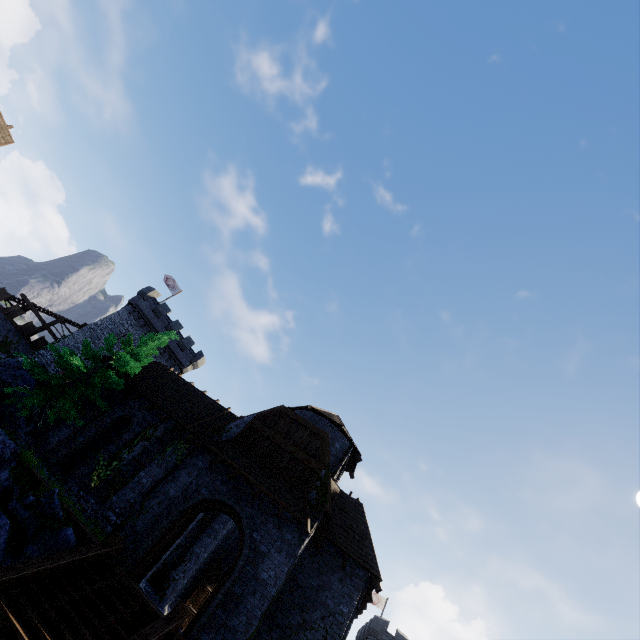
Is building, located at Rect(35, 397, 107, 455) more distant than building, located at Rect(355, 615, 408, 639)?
No

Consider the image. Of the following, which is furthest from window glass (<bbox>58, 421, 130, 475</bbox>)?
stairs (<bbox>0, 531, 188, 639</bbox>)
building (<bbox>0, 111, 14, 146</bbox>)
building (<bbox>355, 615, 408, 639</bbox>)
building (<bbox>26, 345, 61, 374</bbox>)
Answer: building (<bbox>355, 615, 408, 639</bbox>)

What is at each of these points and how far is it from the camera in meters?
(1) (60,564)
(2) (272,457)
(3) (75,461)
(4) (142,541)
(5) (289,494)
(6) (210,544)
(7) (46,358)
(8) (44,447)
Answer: (1) stairs, 8.3 m
(2) building, 15.4 m
(3) window glass, 17.5 m
(4) double door, 12.3 m
(5) awning, 13.7 m
(6) building, 19.2 m
(7) building, 31.9 m
(8) building, 17.3 m

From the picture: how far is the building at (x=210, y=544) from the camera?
17.4m

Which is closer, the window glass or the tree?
the tree

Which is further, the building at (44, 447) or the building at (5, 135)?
the building at (5, 135)

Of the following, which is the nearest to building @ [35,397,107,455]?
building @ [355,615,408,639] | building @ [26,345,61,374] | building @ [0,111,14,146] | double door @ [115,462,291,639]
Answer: double door @ [115,462,291,639]

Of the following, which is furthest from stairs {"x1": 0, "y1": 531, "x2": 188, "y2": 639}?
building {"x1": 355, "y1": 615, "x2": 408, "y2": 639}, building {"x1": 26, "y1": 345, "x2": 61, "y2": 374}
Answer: building {"x1": 355, "y1": 615, "x2": 408, "y2": 639}
